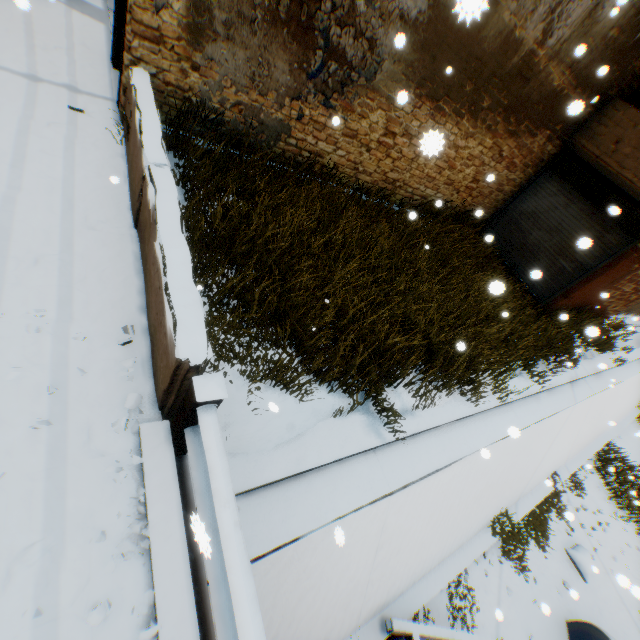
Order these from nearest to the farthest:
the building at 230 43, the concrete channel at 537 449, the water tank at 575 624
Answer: the concrete channel at 537 449 → the building at 230 43 → the water tank at 575 624

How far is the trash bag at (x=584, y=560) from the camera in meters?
8.4 m

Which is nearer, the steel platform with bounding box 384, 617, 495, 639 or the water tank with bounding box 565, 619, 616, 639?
the steel platform with bounding box 384, 617, 495, 639

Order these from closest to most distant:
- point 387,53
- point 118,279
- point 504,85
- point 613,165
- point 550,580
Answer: point 118,279
point 387,53
point 504,85
point 550,580
point 613,165

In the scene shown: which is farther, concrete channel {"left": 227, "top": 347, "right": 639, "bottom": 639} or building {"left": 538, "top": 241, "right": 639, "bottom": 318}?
building {"left": 538, "top": 241, "right": 639, "bottom": 318}

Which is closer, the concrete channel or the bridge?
the bridge

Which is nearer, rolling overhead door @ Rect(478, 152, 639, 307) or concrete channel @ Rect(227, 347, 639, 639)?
concrete channel @ Rect(227, 347, 639, 639)

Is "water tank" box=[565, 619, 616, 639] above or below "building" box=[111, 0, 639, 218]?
below
